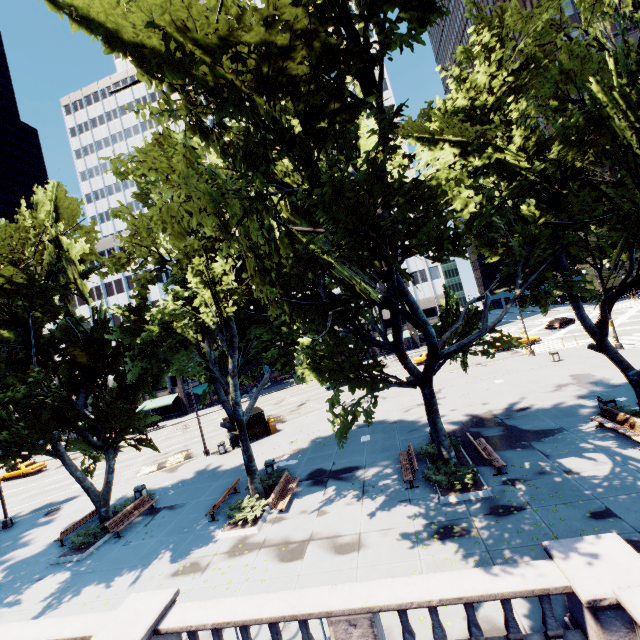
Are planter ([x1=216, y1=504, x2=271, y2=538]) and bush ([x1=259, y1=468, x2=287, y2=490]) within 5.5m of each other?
yes

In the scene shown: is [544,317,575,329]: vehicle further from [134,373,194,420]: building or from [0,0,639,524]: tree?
[0,0,639,524]: tree

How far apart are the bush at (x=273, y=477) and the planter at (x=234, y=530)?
1.69m

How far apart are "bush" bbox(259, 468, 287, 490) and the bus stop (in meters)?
9.39

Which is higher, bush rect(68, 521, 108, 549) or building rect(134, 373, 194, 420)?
building rect(134, 373, 194, 420)

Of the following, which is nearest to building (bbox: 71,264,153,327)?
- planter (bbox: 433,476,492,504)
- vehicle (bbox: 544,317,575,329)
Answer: vehicle (bbox: 544,317,575,329)

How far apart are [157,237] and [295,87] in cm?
1126

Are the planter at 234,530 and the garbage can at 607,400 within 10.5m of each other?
no
